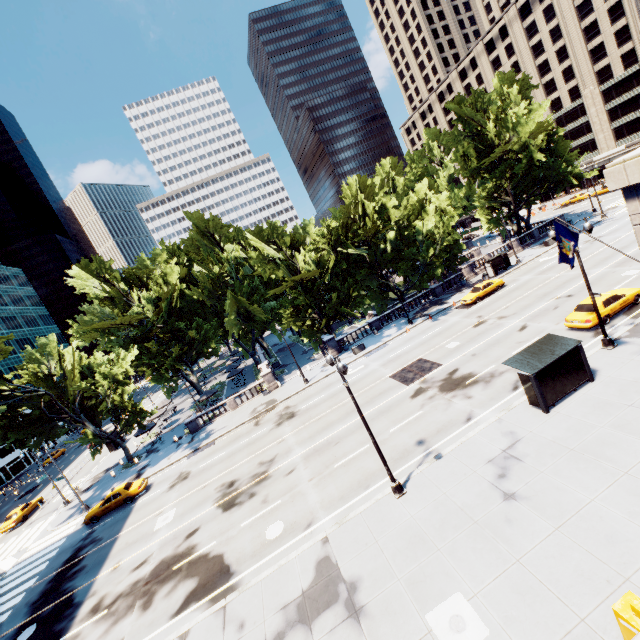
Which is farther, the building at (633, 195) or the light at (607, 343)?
the light at (607, 343)

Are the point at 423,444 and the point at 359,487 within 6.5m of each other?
yes

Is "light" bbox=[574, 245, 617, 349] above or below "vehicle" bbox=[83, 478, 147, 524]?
below

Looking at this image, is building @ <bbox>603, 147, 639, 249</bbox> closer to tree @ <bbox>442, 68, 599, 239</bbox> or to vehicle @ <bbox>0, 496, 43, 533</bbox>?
tree @ <bbox>442, 68, 599, 239</bbox>

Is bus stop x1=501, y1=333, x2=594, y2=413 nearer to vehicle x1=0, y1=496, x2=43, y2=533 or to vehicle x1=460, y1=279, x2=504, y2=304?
vehicle x1=460, y1=279, x2=504, y2=304

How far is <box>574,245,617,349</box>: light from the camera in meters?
17.2

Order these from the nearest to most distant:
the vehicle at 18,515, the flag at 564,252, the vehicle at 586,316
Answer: the flag at 564,252, the vehicle at 586,316, the vehicle at 18,515

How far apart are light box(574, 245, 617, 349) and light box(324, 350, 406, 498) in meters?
13.8
